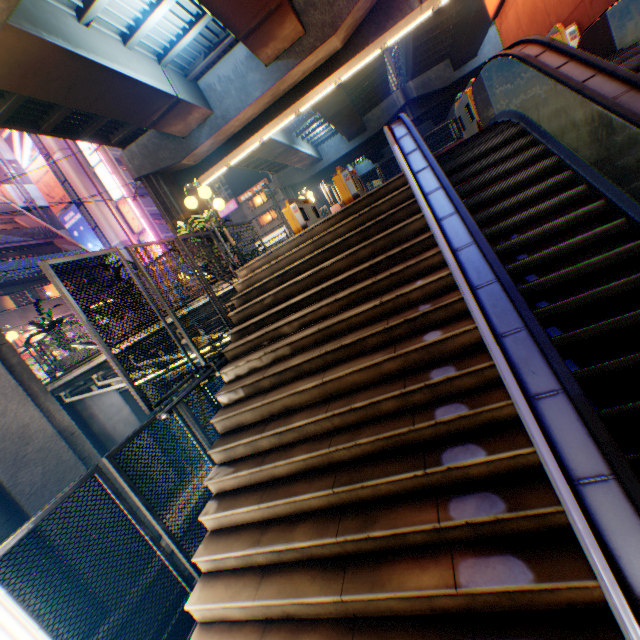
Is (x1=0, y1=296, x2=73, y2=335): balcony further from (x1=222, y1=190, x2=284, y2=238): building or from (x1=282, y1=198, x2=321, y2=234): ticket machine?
(x1=222, y1=190, x2=284, y2=238): building

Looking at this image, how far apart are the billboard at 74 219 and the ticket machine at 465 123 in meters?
31.4 m

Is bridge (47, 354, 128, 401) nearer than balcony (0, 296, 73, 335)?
Yes

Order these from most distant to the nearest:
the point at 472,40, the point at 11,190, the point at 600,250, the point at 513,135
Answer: the point at 11,190 → the point at 472,40 → the point at 513,135 → the point at 600,250

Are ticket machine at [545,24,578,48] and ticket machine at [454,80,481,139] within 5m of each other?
yes

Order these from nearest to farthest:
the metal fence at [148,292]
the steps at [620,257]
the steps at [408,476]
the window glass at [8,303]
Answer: the steps at [408,476], the steps at [620,257], the metal fence at [148,292], the window glass at [8,303]

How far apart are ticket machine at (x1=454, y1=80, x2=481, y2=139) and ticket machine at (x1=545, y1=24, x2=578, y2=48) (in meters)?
1.25

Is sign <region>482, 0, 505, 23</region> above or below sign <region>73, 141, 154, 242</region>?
below
